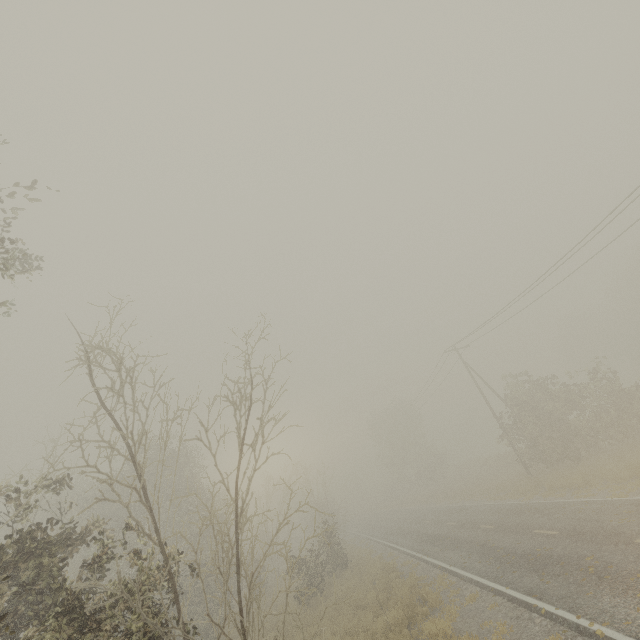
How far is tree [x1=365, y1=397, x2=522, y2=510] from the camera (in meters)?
40.41

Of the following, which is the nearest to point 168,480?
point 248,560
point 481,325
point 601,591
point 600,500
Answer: point 601,591

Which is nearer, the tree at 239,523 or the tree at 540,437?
the tree at 239,523

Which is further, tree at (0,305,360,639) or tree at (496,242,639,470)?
tree at (496,242,639,470)

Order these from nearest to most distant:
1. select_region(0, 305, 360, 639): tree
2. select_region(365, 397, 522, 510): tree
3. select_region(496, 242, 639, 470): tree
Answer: select_region(0, 305, 360, 639): tree, select_region(496, 242, 639, 470): tree, select_region(365, 397, 522, 510): tree

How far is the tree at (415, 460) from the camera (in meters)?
Result: 40.41
